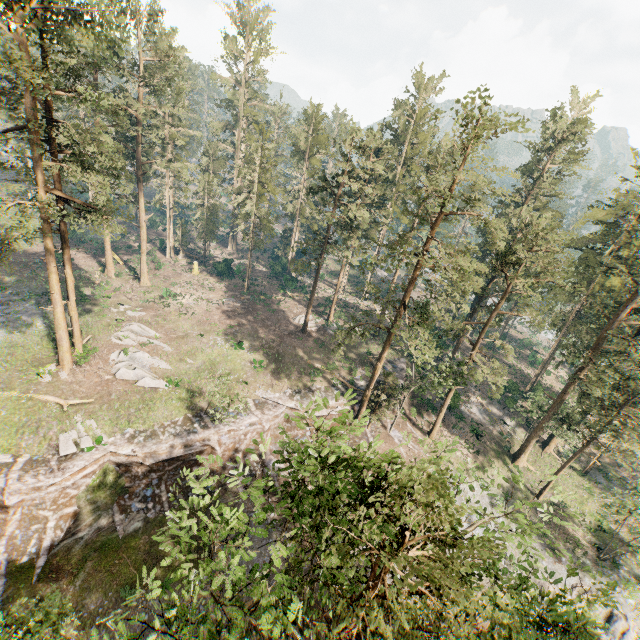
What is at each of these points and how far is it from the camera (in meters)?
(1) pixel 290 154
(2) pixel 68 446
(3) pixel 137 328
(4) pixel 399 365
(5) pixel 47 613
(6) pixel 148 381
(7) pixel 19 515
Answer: (1) foliage, 48.62
(2) foliage, 22.48
(3) foliage, 35.19
(4) ground embankment, 42.06
(5) foliage, 12.47
(6) foliage, 29.19
(7) ground embankment, 20.59

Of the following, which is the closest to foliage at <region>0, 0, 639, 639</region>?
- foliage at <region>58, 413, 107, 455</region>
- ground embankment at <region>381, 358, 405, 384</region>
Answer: ground embankment at <region>381, 358, 405, 384</region>

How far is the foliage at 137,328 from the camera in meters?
33.2

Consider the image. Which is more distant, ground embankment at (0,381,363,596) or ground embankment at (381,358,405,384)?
ground embankment at (381,358,405,384)

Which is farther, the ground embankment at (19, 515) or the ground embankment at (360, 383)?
the ground embankment at (360, 383)

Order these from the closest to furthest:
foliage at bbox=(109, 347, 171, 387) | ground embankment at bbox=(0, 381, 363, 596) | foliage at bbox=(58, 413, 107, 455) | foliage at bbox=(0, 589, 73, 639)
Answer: foliage at bbox=(0, 589, 73, 639) < ground embankment at bbox=(0, 381, 363, 596) < foliage at bbox=(58, 413, 107, 455) < foliage at bbox=(109, 347, 171, 387)

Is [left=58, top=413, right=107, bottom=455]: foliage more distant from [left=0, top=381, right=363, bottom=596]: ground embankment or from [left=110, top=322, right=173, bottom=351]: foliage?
[left=110, top=322, right=173, bottom=351]: foliage
